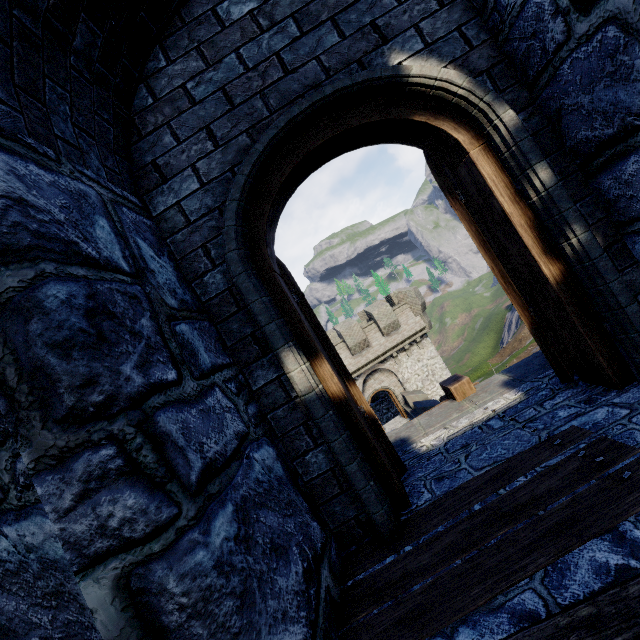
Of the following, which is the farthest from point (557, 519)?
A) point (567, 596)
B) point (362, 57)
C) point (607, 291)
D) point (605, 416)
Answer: point (362, 57)

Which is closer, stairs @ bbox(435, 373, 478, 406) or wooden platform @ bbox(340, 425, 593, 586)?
wooden platform @ bbox(340, 425, 593, 586)

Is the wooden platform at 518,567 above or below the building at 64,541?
below

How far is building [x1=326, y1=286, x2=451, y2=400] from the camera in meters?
21.1 m

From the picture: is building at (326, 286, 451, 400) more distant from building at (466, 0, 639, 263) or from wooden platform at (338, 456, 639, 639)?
wooden platform at (338, 456, 639, 639)

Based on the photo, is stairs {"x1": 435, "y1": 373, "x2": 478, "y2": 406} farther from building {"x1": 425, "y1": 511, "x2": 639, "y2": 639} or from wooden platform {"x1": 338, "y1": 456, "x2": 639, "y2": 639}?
wooden platform {"x1": 338, "y1": 456, "x2": 639, "y2": 639}

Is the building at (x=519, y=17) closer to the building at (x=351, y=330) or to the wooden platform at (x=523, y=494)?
the wooden platform at (x=523, y=494)

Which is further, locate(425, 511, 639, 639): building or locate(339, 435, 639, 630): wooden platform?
locate(339, 435, 639, 630): wooden platform
